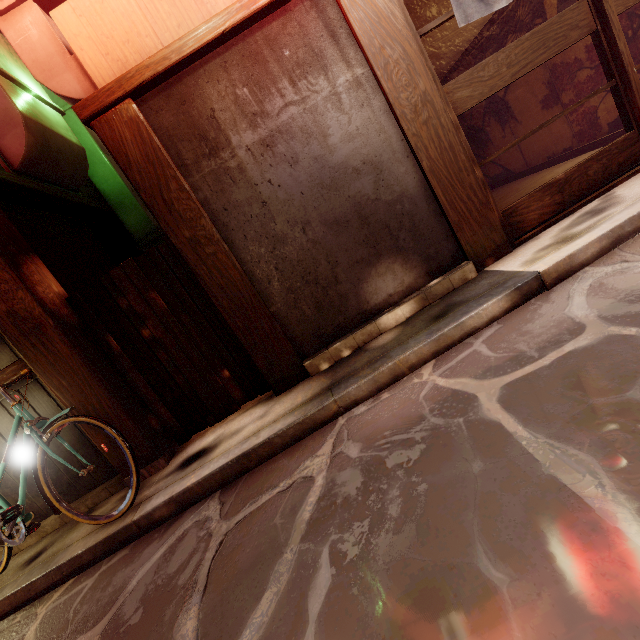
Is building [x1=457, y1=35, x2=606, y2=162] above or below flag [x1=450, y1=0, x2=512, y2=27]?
below

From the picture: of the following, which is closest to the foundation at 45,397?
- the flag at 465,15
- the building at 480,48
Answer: the building at 480,48

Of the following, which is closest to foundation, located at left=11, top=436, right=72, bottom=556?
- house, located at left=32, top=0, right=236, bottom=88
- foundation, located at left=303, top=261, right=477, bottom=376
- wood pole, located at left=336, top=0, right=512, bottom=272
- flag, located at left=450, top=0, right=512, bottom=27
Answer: foundation, located at left=303, top=261, right=477, bottom=376

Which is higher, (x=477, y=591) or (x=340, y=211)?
(x=340, y=211)

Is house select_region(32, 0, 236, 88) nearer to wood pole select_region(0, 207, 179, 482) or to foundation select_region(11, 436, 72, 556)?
wood pole select_region(0, 207, 179, 482)

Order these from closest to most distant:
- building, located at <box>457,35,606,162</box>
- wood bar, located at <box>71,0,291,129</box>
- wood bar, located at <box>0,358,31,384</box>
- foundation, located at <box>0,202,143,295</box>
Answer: wood bar, located at <box>71,0,291,129</box> < wood bar, located at <box>0,358,31,384</box> < foundation, located at <box>0,202,143,295</box> < building, located at <box>457,35,606,162</box>

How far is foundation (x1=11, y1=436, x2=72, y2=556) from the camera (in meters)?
5.91

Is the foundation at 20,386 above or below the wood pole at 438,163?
above
